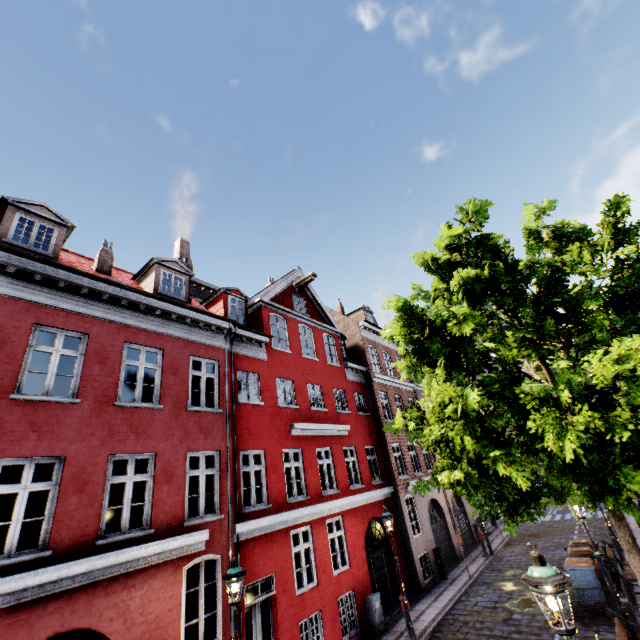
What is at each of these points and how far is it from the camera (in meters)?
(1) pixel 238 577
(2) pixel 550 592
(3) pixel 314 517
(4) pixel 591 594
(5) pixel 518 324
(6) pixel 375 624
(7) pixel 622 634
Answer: (1) street light, 6.78
(2) street light, 3.71
(3) building, 11.95
(4) trash bin, 10.66
(5) tree, 7.76
(6) electrical box, 11.66
(7) bench, 7.07

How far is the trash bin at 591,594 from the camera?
10.57m

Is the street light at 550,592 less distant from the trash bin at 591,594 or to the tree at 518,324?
the tree at 518,324

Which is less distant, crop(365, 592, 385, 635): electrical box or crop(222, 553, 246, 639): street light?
crop(222, 553, 246, 639): street light

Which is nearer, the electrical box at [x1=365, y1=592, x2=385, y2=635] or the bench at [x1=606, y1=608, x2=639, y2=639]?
the bench at [x1=606, y1=608, x2=639, y2=639]

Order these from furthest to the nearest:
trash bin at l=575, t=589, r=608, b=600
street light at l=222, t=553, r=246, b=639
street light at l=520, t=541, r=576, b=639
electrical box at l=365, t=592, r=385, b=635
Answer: electrical box at l=365, t=592, r=385, b=635 → trash bin at l=575, t=589, r=608, b=600 → street light at l=222, t=553, r=246, b=639 → street light at l=520, t=541, r=576, b=639

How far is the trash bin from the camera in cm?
1057

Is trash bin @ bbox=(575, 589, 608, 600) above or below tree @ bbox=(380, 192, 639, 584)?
below
